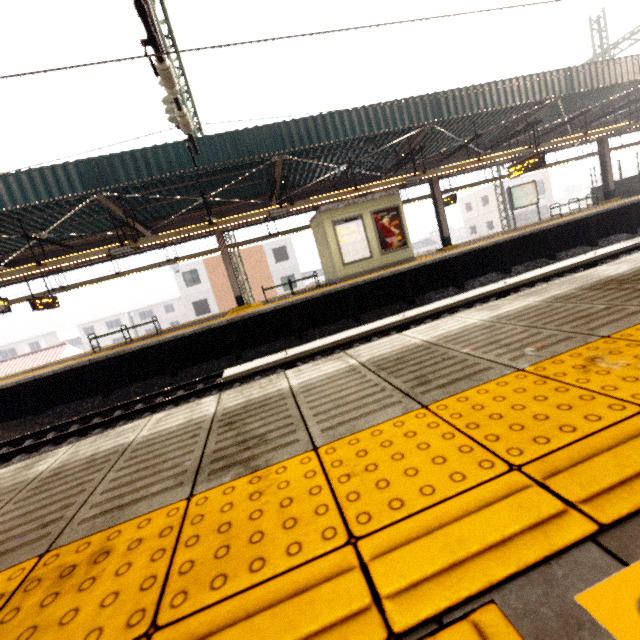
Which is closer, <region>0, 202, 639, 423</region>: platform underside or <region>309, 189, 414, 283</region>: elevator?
<region>0, 202, 639, 423</region>: platform underside

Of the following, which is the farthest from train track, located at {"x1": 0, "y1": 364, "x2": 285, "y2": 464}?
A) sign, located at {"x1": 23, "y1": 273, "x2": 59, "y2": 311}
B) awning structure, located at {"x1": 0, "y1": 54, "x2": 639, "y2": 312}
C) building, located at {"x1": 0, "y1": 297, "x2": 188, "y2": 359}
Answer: building, located at {"x1": 0, "y1": 297, "x2": 188, "y2": 359}

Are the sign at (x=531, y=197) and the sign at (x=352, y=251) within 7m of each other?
no

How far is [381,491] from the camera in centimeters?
96cm

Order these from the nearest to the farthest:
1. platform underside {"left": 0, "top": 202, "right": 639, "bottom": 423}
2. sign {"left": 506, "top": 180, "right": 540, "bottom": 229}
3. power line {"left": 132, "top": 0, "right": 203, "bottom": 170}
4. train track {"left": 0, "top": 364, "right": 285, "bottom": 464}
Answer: power line {"left": 132, "top": 0, "right": 203, "bottom": 170}, train track {"left": 0, "top": 364, "right": 285, "bottom": 464}, platform underside {"left": 0, "top": 202, "right": 639, "bottom": 423}, sign {"left": 506, "top": 180, "right": 540, "bottom": 229}

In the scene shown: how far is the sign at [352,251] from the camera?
12.6 meters

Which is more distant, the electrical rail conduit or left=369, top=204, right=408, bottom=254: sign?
left=369, top=204, right=408, bottom=254: sign

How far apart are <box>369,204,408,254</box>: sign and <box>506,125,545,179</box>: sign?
4.8m
